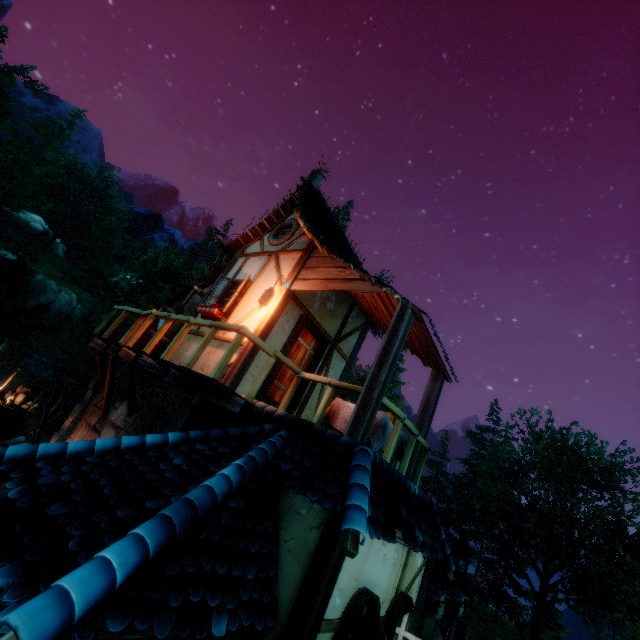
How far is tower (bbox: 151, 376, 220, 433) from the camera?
4.95m

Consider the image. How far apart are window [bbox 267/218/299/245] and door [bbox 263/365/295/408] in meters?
2.4

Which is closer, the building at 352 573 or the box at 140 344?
the building at 352 573

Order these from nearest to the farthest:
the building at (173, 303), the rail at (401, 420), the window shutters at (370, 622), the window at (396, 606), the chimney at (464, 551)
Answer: the window shutters at (370, 622), the window at (396, 606), the rail at (401, 420), the building at (173, 303), the chimney at (464, 551)

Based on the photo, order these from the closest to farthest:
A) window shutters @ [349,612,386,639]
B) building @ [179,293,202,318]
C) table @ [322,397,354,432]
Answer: window shutters @ [349,612,386,639] → table @ [322,397,354,432] → building @ [179,293,202,318]

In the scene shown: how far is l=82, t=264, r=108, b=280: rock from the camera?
58.62m

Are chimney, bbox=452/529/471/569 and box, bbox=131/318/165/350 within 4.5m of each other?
no

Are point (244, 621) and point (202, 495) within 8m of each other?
yes
